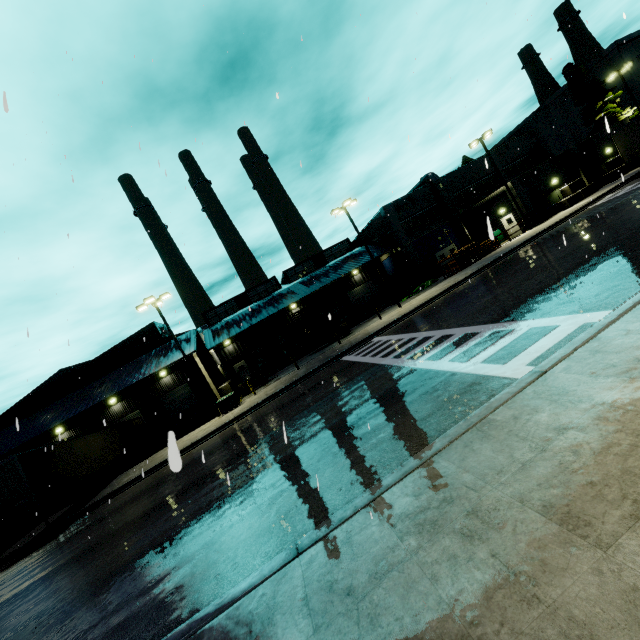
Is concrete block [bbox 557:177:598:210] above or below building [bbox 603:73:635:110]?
below

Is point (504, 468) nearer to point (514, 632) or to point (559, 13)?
point (514, 632)

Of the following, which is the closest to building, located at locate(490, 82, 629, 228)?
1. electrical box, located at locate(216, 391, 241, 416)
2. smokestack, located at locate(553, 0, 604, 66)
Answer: electrical box, located at locate(216, 391, 241, 416)

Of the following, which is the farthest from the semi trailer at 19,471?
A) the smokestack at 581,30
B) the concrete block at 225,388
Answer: the smokestack at 581,30

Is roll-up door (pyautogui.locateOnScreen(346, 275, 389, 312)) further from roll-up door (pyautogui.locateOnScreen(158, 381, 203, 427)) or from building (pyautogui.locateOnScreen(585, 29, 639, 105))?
roll-up door (pyautogui.locateOnScreen(158, 381, 203, 427))

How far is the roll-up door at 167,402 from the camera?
31.58m

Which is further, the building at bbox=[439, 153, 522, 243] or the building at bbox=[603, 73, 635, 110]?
the building at bbox=[603, 73, 635, 110]

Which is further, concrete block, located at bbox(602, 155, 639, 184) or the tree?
the tree
